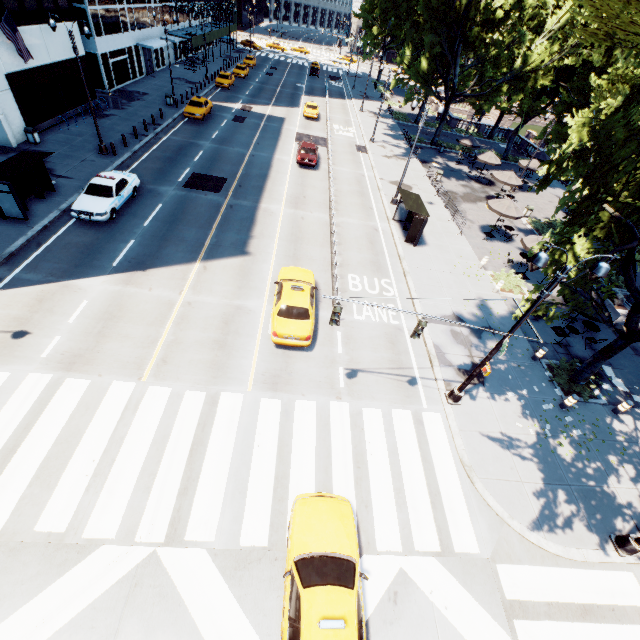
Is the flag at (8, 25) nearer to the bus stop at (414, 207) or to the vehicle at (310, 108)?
the bus stop at (414, 207)

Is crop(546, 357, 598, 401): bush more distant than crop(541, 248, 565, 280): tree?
Yes

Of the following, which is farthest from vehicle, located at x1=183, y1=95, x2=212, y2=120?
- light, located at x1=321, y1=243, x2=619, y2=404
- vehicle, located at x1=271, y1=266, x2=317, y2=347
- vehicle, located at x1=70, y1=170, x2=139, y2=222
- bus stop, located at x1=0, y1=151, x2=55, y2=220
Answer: light, located at x1=321, y1=243, x2=619, y2=404

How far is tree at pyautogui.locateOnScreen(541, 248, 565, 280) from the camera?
12.8 meters

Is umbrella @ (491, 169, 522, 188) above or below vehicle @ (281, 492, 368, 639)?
above

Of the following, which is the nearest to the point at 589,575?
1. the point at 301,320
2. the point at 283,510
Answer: the point at 283,510

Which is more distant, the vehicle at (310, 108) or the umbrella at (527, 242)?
the vehicle at (310, 108)

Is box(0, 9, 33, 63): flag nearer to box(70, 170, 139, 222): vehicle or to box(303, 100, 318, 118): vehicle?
box(70, 170, 139, 222): vehicle
